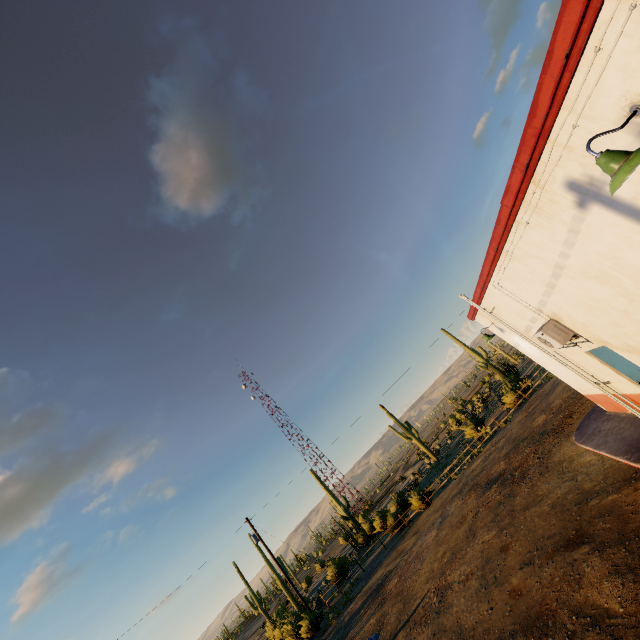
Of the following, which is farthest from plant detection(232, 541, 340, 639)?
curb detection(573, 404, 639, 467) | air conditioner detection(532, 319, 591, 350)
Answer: air conditioner detection(532, 319, 591, 350)

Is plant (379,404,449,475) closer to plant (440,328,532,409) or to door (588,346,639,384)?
plant (440,328,532,409)

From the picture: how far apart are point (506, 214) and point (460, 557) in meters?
11.7

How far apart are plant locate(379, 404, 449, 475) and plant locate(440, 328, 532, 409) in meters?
5.5

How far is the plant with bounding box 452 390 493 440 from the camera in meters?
28.4

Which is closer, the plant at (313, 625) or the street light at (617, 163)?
the street light at (617, 163)

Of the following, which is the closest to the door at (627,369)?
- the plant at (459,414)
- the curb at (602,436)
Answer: the curb at (602,436)

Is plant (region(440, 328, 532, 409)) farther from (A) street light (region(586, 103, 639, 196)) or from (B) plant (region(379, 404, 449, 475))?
(A) street light (region(586, 103, 639, 196))
